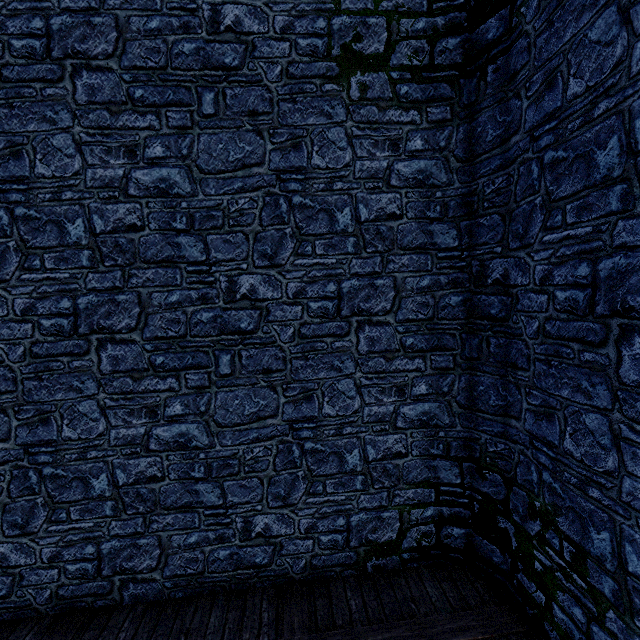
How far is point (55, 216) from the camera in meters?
4.1 m
